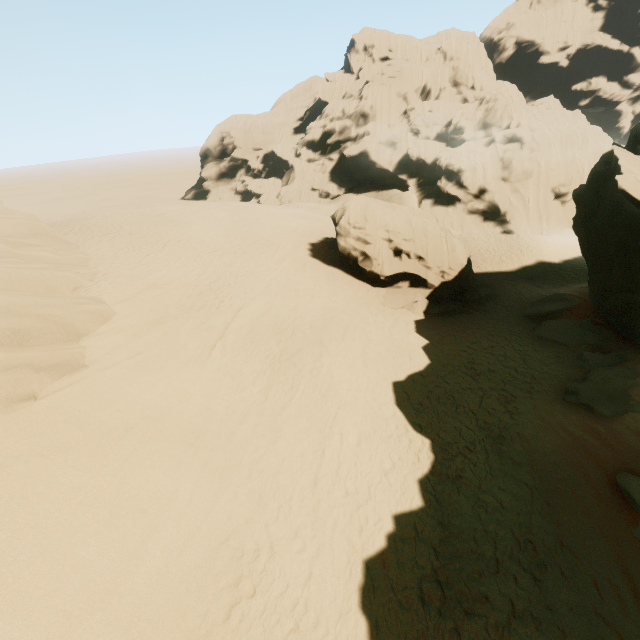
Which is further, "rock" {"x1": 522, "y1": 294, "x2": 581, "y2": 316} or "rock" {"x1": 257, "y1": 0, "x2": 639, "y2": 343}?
"rock" {"x1": 522, "y1": 294, "x2": 581, "y2": 316}

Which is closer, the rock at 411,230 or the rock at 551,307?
the rock at 411,230

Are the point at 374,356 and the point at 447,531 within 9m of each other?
yes

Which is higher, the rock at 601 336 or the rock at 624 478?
the rock at 624 478

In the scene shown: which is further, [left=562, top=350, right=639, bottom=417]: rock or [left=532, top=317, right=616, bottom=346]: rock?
[left=532, top=317, right=616, bottom=346]: rock

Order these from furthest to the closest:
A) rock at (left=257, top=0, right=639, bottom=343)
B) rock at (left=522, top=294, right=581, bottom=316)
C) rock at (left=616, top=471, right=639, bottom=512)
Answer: rock at (left=522, top=294, right=581, bottom=316), rock at (left=257, top=0, right=639, bottom=343), rock at (left=616, top=471, right=639, bottom=512)

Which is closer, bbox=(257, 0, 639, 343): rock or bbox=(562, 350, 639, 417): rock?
bbox=(562, 350, 639, 417): rock
